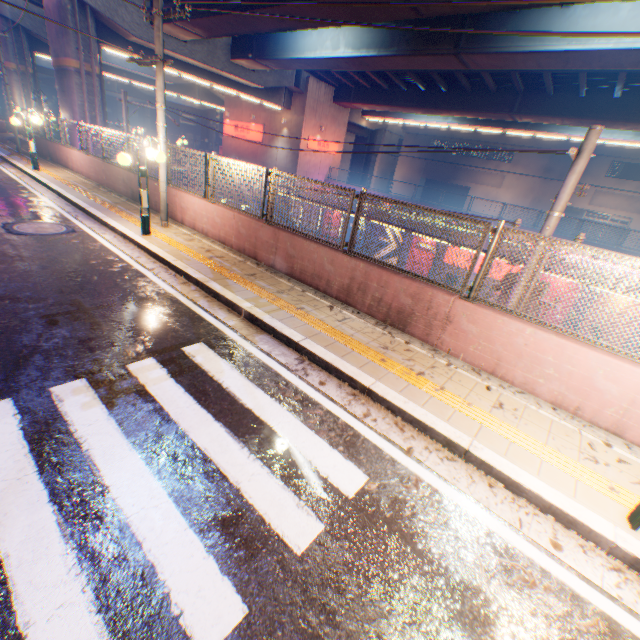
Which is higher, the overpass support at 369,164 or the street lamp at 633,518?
the overpass support at 369,164

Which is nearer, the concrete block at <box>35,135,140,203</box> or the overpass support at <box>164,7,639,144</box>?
the concrete block at <box>35,135,140,203</box>

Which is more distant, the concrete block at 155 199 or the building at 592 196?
the building at 592 196

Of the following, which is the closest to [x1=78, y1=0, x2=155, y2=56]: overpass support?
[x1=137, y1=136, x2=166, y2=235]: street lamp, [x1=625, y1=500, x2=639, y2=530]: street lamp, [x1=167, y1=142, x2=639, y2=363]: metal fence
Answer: [x1=167, y1=142, x2=639, y2=363]: metal fence

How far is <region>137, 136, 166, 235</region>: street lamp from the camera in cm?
787

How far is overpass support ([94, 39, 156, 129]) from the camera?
18.62m

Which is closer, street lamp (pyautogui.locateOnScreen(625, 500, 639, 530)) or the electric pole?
street lamp (pyautogui.locateOnScreen(625, 500, 639, 530))

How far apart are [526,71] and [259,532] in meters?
25.7 m
